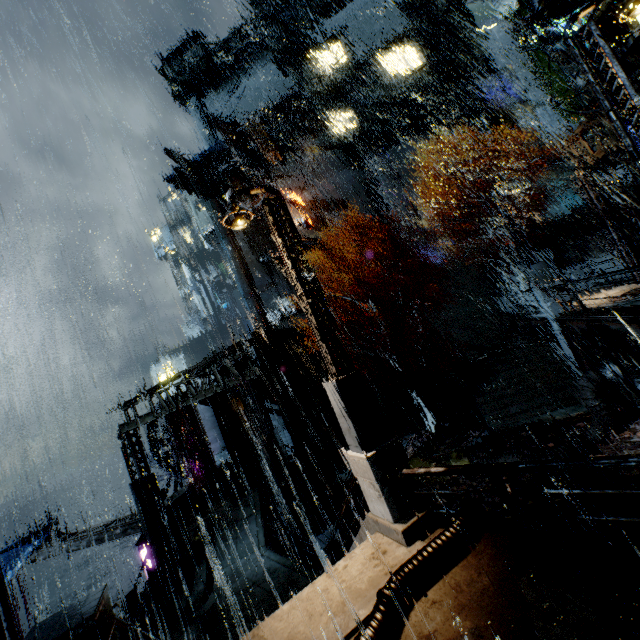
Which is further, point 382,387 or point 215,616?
point 382,387

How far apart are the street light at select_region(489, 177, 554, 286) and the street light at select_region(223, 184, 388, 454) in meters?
14.2

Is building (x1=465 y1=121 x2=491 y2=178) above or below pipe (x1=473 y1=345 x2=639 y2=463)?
above

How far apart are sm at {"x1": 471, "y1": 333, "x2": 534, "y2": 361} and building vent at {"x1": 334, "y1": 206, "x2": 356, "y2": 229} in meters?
24.3 m

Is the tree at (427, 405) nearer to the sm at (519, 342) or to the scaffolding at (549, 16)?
the sm at (519, 342)

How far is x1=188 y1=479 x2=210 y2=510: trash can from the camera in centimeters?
1842cm

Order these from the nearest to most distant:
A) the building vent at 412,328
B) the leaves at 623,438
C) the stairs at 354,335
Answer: the leaves at 623,438
the building vent at 412,328
the stairs at 354,335

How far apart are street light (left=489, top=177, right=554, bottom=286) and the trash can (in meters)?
21.46
